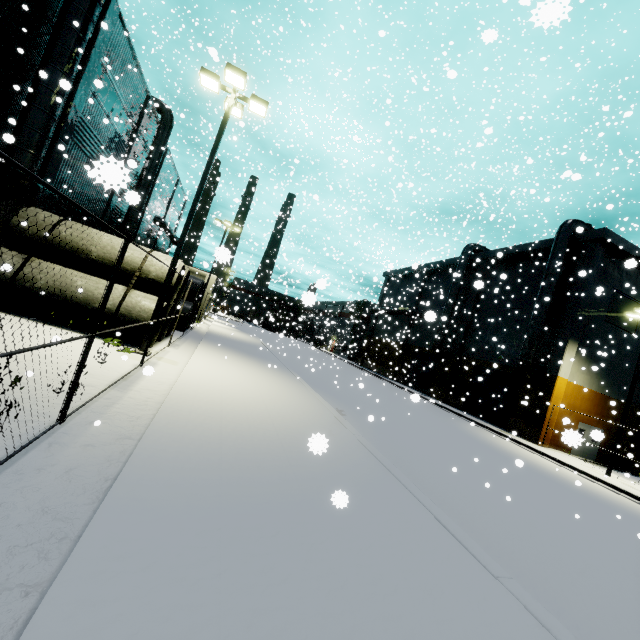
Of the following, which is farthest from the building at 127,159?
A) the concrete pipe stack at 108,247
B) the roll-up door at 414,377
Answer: the concrete pipe stack at 108,247

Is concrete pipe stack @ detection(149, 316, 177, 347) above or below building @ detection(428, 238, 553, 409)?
below

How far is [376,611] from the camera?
3.1m

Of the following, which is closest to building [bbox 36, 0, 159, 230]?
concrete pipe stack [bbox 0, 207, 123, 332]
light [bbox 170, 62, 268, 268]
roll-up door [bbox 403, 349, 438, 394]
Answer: roll-up door [bbox 403, 349, 438, 394]

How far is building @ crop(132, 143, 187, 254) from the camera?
30.42m

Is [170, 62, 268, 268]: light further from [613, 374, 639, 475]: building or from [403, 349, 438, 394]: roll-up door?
[403, 349, 438, 394]: roll-up door

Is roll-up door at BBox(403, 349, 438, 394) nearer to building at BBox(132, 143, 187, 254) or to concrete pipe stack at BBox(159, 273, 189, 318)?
building at BBox(132, 143, 187, 254)

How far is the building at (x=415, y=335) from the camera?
36.75m
